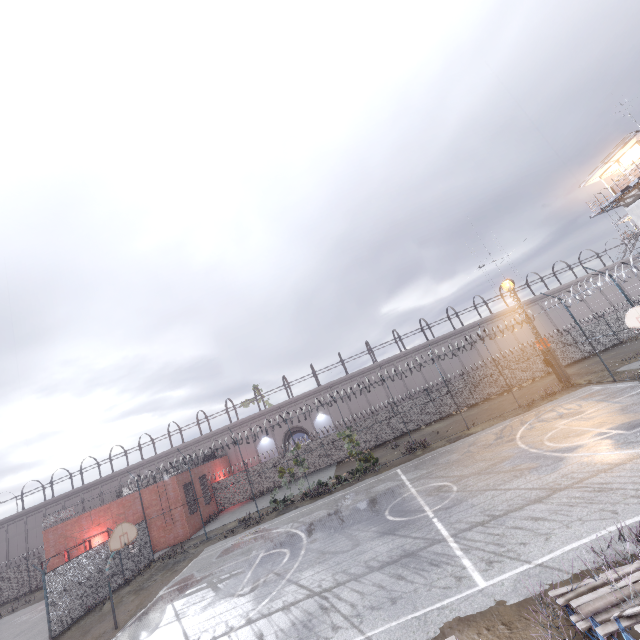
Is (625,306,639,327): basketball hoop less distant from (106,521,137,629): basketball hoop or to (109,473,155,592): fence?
(109,473,155,592): fence

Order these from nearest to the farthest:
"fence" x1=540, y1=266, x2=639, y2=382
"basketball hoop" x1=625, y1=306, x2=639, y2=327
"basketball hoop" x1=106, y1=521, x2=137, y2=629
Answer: "basketball hoop" x1=106, y1=521, x2=137, y2=629 < "basketball hoop" x1=625, y1=306, x2=639, y2=327 < "fence" x1=540, y1=266, x2=639, y2=382

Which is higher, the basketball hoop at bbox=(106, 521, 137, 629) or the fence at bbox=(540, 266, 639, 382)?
the basketball hoop at bbox=(106, 521, 137, 629)

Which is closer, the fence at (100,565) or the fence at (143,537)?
the fence at (100,565)

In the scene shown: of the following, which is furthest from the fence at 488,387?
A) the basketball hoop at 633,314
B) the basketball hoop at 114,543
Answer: the basketball hoop at 114,543

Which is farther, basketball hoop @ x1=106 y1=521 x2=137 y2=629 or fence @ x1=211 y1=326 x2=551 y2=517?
fence @ x1=211 y1=326 x2=551 y2=517

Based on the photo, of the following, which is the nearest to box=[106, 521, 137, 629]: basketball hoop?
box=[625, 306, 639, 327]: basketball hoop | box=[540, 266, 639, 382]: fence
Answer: box=[540, 266, 639, 382]: fence

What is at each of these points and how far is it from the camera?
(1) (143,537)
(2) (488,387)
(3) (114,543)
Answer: (1) fence, 22.4m
(2) fence, 32.6m
(3) basketball hoop, 13.6m
